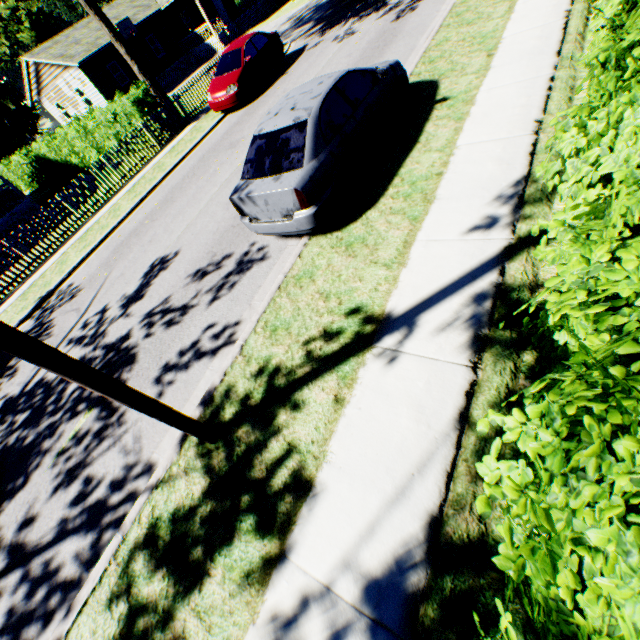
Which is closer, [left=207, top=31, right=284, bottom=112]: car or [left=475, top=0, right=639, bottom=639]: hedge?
[left=475, top=0, right=639, bottom=639]: hedge

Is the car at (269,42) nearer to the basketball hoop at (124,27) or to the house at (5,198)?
the house at (5,198)

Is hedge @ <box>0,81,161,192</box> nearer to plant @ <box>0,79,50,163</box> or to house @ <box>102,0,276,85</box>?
house @ <box>102,0,276,85</box>

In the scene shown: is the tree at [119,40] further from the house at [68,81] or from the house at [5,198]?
the house at [68,81]

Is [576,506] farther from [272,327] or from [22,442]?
[22,442]

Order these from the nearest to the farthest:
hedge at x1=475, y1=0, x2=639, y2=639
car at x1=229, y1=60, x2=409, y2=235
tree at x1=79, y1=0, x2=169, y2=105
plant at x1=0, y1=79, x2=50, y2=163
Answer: hedge at x1=475, y1=0, x2=639, y2=639 → car at x1=229, y1=60, x2=409, y2=235 → tree at x1=79, y1=0, x2=169, y2=105 → plant at x1=0, y1=79, x2=50, y2=163

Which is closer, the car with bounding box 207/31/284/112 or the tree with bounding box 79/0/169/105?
the car with bounding box 207/31/284/112

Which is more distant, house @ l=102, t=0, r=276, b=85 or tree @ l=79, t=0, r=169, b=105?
house @ l=102, t=0, r=276, b=85
